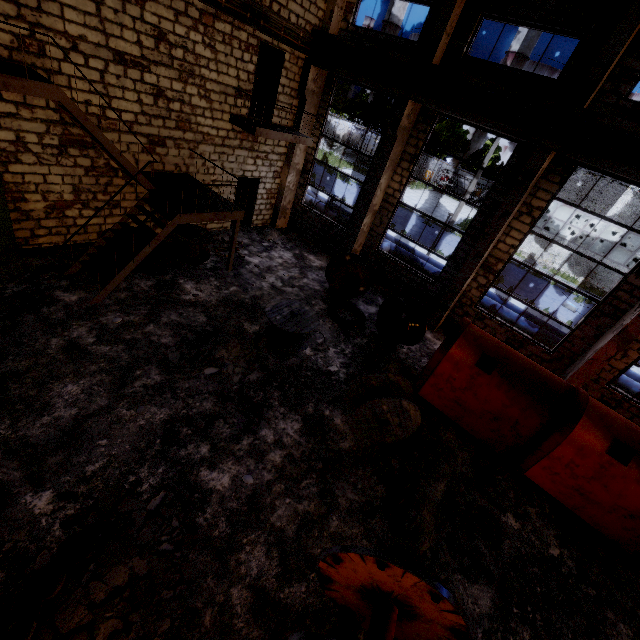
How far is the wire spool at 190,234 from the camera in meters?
10.5 m

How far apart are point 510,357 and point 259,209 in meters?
11.7 m

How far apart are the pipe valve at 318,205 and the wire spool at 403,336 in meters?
8.7

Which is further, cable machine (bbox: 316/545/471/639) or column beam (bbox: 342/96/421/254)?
column beam (bbox: 342/96/421/254)

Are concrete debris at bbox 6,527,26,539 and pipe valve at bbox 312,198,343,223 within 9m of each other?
no

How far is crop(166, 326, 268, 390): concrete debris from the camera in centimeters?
732cm

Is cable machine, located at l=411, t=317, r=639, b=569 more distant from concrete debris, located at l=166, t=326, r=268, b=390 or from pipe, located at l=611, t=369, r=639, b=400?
concrete debris, located at l=166, t=326, r=268, b=390

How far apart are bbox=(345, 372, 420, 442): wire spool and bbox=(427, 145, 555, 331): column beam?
5.17m
